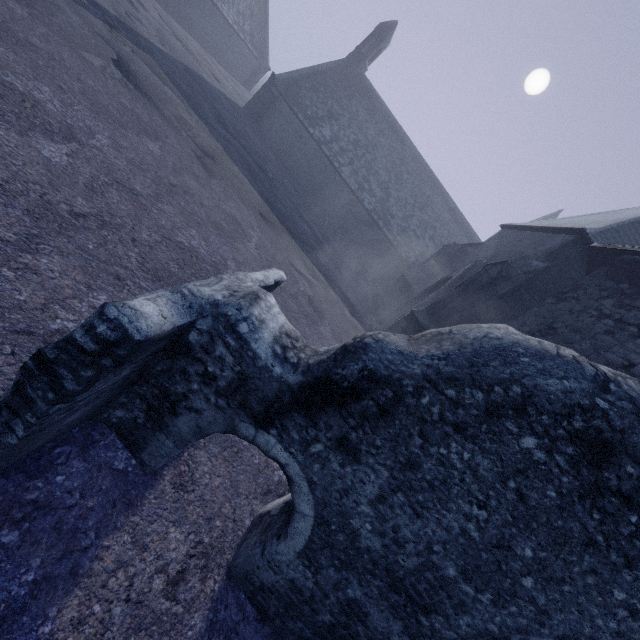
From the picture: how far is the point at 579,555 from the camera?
2.37m

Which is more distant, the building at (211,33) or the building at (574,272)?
the building at (211,33)

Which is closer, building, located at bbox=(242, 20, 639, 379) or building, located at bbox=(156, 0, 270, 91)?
building, located at bbox=(242, 20, 639, 379)
